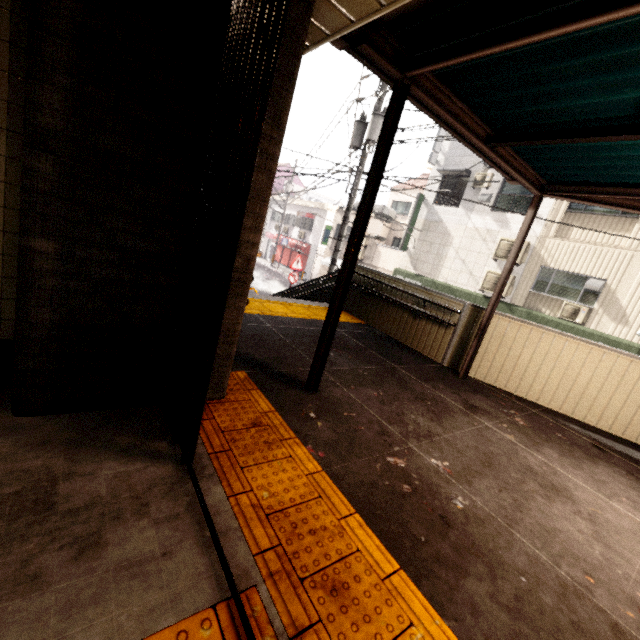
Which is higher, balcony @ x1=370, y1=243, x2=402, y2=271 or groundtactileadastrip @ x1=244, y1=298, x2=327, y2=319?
balcony @ x1=370, y1=243, x2=402, y2=271

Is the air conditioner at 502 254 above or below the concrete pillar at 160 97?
above

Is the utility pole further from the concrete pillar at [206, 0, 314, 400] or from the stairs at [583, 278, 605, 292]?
the stairs at [583, 278, 605, 292]

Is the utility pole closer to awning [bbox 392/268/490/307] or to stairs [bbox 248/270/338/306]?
stairs [bbox 248/270/338/306]

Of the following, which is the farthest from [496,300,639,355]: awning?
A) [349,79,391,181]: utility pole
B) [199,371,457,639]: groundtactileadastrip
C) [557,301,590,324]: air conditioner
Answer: [199,371,457,639]: groundtactileadastrip

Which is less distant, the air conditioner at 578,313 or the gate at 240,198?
the gate at 240,198

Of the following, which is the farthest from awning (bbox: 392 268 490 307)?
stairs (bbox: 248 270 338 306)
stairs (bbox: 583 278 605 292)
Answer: stairs (bbox: 248 270 338 306)

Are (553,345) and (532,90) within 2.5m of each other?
no
